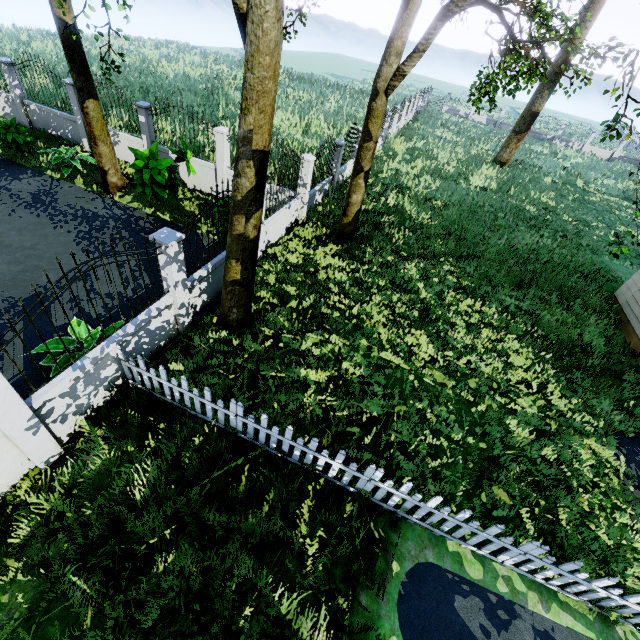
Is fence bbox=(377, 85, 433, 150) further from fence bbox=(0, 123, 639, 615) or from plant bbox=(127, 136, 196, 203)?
plant bbox=(127, 136, 196, 203)

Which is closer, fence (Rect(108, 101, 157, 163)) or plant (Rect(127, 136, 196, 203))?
plant (Rect(127, 136, 196, 203))

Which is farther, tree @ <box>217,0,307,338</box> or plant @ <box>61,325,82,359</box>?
plant @ <box>61,325,82,359</box>

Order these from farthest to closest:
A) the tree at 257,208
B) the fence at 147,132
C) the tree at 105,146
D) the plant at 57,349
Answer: the fence at 147,132, the tree at 105,146, the plant at 57,349, the tree at 257,208

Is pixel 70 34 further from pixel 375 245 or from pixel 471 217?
pixel 471 217

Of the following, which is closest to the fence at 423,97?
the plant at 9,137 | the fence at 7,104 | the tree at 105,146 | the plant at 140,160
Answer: the fence at 7,104

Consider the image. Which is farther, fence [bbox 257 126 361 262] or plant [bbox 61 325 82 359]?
fence [bbox 257 126 361 262]

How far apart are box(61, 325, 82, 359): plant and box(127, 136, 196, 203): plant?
5.06m
